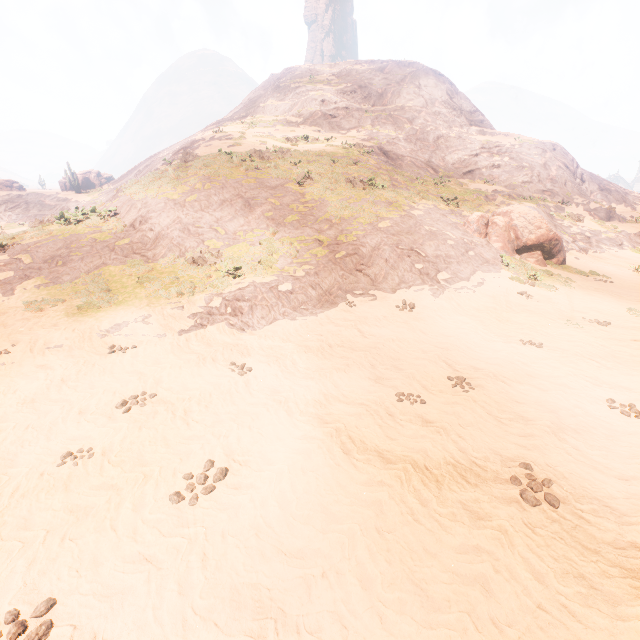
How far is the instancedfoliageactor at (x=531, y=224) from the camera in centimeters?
1634cm

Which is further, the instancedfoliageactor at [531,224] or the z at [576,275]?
the instancedfoliageactor at [531,224]

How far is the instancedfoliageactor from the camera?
16.3 meters

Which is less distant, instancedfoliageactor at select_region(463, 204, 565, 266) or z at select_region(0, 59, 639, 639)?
z at select_region(0, 59, 639, 639)

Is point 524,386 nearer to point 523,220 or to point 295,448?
point 295,448
